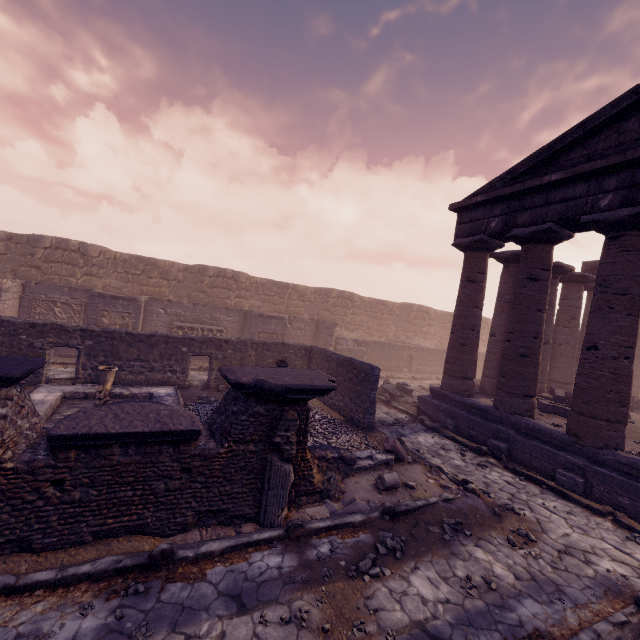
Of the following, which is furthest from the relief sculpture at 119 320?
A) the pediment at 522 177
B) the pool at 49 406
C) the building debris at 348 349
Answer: the pediment at 522 177

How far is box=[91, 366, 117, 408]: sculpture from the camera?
6.8 meters

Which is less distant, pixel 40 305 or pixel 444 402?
pixel 444 402

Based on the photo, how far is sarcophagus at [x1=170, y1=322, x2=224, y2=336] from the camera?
15.03m

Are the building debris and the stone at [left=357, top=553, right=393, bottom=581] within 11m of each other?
no

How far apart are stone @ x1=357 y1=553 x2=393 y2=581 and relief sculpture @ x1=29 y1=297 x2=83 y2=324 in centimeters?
1552cm

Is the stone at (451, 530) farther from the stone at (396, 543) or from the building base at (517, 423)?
the building base at (517, 423)

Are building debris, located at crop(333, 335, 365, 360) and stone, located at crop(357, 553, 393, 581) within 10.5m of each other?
no
